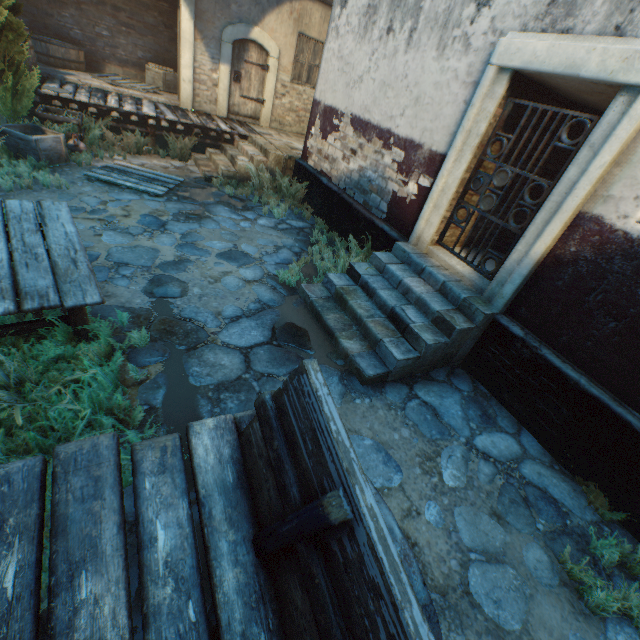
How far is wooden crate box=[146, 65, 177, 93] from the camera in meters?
10.7

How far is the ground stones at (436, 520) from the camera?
2.8 meters

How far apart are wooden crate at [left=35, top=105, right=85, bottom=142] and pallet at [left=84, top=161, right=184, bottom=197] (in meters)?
0.81

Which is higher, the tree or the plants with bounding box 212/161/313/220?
the tree

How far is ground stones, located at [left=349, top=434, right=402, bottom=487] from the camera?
3.0m

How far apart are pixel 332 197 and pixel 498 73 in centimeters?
390cm

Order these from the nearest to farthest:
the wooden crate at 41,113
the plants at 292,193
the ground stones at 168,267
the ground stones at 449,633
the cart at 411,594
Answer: the cart at 411,594 < the ground stones at 449,633 < the ground stones at 168,267 < the wooden crate at 41,113 < the plants at 292,193

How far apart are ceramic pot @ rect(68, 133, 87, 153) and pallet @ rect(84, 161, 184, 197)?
0.6 meters
